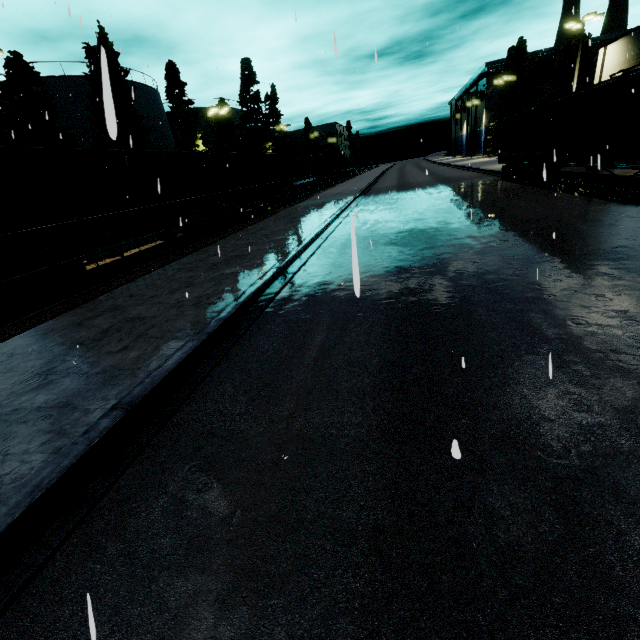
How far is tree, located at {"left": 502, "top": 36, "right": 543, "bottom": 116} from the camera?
49.2 meters

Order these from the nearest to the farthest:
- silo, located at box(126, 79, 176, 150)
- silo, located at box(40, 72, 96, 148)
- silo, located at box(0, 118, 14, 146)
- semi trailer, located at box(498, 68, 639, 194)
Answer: semi trailer, located at box(498, 68, 639, 194) → silo, located at box(40, 72, 96, 148) → silo, located at box(0, 118, 14, 146) → silo, located at box(126, 79, 176, 150)

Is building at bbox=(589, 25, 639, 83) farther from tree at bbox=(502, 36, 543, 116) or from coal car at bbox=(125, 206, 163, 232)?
tree at bbox=(502, 36, 543, 116)

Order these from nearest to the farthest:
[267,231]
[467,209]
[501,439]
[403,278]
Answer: [501,439] < [403,278] < [467,209] < [267,231]

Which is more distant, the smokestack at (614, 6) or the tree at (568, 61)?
the smokestack at (614, 6)

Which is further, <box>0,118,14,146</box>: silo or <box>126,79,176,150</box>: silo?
<box>126,79,176,150</box>: silo

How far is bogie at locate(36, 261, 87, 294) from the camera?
9.8 meters

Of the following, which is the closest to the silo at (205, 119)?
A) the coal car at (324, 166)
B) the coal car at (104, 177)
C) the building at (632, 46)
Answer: the coal car at (104, 177)
